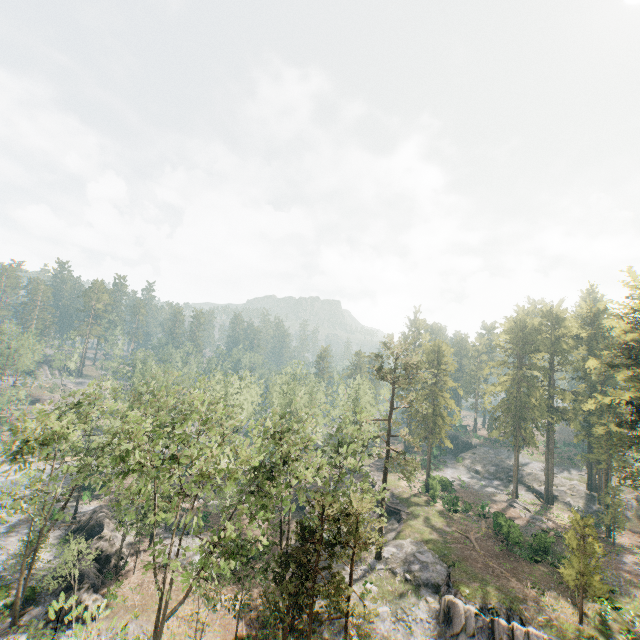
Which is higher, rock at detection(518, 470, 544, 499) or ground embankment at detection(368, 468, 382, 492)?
rock at detection(518, 470, 544, 499)

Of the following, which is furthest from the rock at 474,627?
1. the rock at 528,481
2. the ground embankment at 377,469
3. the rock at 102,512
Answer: the rock at 528,481

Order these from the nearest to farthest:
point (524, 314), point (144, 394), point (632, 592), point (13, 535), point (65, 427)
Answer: point (65, 427) < point (632, 592) < point (13, 535) < point (144, 394) < point (524, 314)

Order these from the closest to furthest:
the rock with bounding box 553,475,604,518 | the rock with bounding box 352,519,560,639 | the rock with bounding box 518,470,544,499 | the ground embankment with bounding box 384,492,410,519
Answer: the rock with bounding box 352,519,560,639 → the ground embankment with bounding box 384,492,410,519 → the rock with bounding box 553,475,604,518 → the rock with bounding box 518,470,544,499

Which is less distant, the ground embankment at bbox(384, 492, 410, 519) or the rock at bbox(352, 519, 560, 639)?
the rock at bbox(352, 519, 560, 639)

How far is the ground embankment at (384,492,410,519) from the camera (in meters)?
43.31

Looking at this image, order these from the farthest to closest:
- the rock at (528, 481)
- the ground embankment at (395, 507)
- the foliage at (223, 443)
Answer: the rock at (528, 481) < the ground embankment at (395, 507) < the foliage at (223, 443)

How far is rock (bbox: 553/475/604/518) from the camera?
49.8 meters
